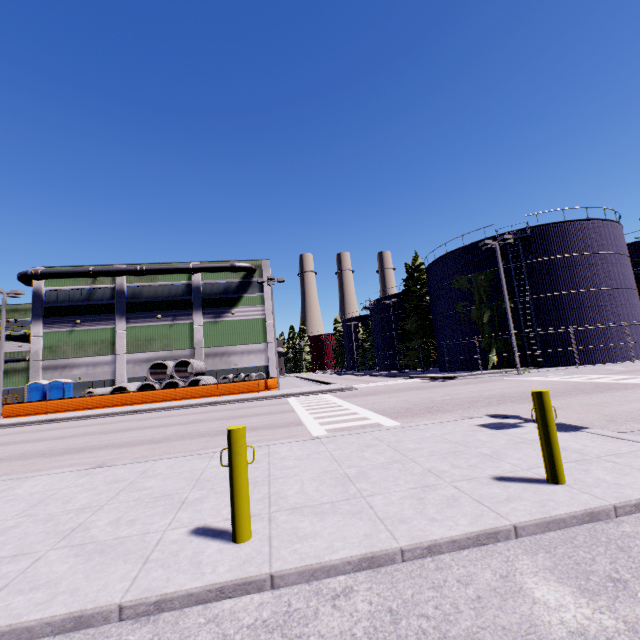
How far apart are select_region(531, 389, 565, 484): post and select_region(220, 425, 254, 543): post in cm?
367

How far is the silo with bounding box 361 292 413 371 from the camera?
→ 50.8 meters

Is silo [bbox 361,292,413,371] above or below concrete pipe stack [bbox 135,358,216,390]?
above

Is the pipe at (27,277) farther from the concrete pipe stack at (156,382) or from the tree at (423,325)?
the concrete pipe stack at (156,382)

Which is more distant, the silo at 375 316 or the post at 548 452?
the silo at 375 316

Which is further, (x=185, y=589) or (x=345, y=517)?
(x=345, y=517)

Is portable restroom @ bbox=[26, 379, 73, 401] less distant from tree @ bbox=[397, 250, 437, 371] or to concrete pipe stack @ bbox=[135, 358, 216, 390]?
concrete pipe stack @ bbox=[135, 358, 216, 390]

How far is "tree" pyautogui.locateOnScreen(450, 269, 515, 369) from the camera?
28.14m
